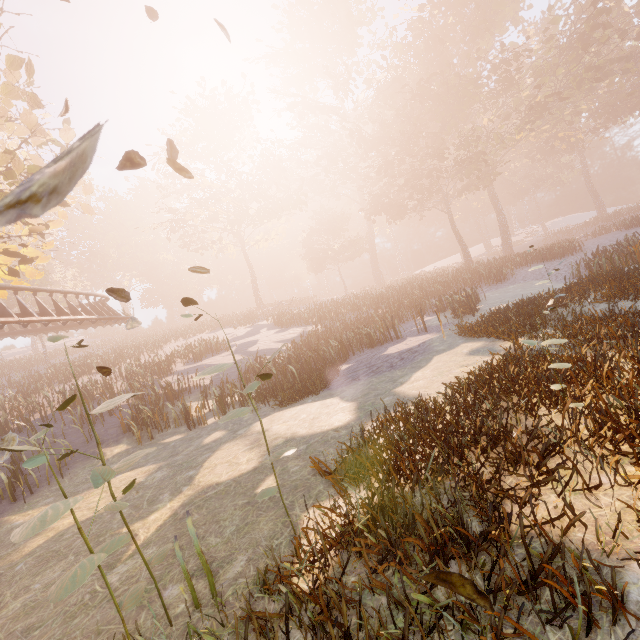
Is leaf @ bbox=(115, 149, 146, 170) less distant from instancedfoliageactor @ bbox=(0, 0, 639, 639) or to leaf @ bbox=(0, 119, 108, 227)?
leaf @ bbox=(0, 119, 108, 227)

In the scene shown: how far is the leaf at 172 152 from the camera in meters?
3.6

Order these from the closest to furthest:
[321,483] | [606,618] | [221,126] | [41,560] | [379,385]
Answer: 1. [606,618]
2. [321,483]
3. [41,560]
4. [379,385]
5. [221,126]

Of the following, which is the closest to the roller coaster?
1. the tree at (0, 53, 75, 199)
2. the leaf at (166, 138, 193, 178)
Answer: the tree at (0, 53, 75, 199)

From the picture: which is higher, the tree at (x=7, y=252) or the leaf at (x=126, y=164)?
the tree at (x=7, y=252)

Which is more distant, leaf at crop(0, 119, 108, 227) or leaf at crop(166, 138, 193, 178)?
leaf at crop(166, 138, 193, 178)

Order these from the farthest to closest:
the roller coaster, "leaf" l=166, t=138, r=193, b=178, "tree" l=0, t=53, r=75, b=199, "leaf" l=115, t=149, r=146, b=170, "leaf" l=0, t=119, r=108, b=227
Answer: the roller coaster
"tree" l=0, t=53, r=75, b=199
"leaf" l=166, t=138, r=193, b=178
"leaf" l=115, t=149, r=146, b=170
"leaf" l=0, t=119, r=108, b=227

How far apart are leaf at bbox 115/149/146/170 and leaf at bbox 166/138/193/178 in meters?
1.7
